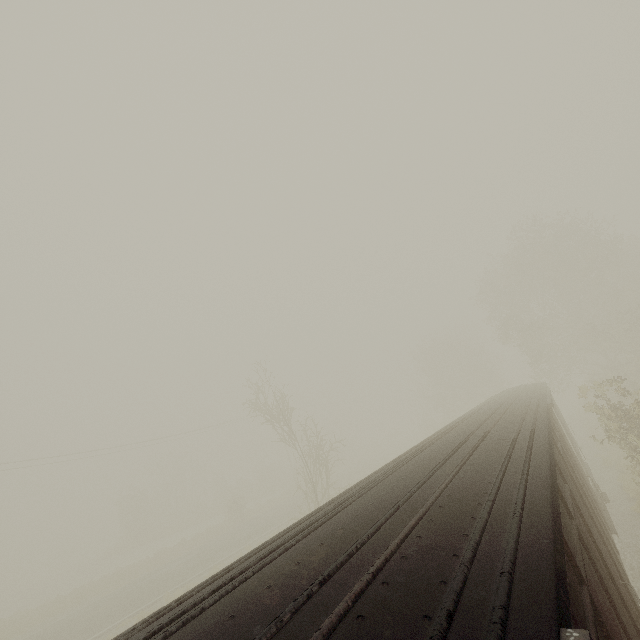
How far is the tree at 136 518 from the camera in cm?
4150

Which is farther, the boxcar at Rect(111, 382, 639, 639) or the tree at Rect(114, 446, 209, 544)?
the tree at Rect(114, 446, 209, 544)

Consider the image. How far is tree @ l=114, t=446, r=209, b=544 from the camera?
41.50m

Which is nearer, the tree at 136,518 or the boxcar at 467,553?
the boxcar at 467,553

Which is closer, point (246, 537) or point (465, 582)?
point (465, 582)
